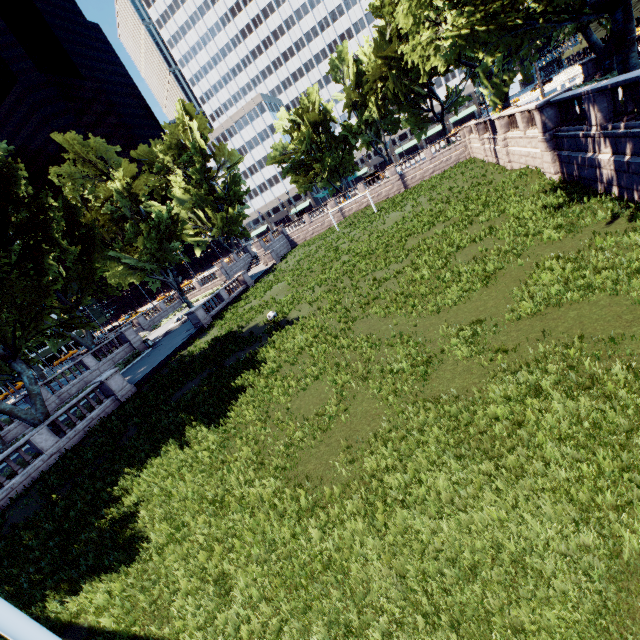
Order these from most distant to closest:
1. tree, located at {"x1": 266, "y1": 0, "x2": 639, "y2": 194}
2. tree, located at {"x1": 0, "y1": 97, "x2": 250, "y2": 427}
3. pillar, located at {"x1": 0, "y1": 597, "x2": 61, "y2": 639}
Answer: tree, located at {"x1": 0, "y1": 97, "x2": 250, "y2": 427} → tree, located at {"x1": 266, "y1": 0, "x2": 639, "y2": 194} → pillar, located at {"x1": 0, "y1": 597, "x2": 61, "y2": 639}

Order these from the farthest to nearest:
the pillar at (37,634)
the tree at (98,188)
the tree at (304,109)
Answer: the tree at (98,188)
the tree at (304,109)
the pillar at (37,634)

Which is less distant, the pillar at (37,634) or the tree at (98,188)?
the pillar at (37,634)

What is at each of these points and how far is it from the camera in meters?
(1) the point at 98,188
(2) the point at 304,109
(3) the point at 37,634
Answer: (1) tree, 37.0 m
(2) tree, 52.4 m
(3) pillar, 5.0 m

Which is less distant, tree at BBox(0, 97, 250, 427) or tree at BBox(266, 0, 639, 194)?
tree at BBox(266, 0, 639, 194)

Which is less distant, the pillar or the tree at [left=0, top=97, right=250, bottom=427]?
the pillar

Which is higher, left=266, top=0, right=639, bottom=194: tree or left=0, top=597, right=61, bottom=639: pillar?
left=266, top=0, right=639, bottom=194: tree
